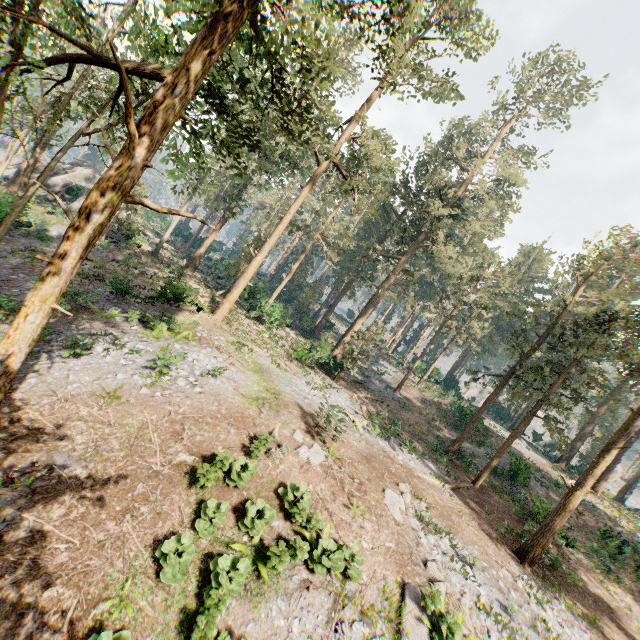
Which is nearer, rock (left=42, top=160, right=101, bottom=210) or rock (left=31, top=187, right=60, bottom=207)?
rock (left=31, top=187, right=60, bottom=207)

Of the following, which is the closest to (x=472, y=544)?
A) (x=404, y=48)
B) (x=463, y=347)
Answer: (x=404, y=48)

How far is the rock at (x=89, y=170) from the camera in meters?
33.6 m

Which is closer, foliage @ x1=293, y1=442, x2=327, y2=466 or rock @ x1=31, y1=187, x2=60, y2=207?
foliage @ x1=293, y1=442, x2=327, y2=466

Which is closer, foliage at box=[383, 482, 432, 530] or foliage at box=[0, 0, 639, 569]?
foliage at box=[0, 0, 639, 569]

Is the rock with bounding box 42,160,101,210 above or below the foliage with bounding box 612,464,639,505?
below
